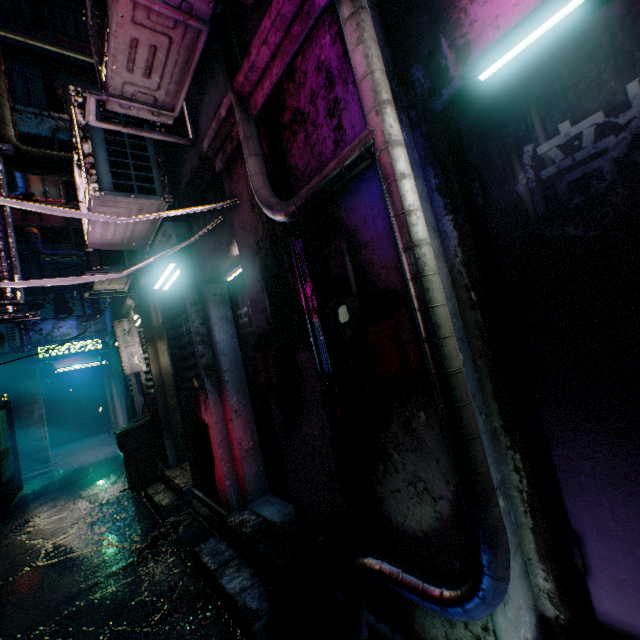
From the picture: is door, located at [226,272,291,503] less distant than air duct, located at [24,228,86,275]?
Yes

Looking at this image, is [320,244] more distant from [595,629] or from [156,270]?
[156,270]

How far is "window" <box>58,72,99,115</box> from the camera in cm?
1066

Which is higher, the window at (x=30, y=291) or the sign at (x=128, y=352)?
the window at (x=30, y=291)

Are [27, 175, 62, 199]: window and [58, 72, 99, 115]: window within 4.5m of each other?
yes

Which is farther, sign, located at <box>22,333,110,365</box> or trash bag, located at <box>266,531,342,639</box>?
sign, located at <box>22,333,110,365</box>

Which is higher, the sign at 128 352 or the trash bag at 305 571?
the sign at 128 352

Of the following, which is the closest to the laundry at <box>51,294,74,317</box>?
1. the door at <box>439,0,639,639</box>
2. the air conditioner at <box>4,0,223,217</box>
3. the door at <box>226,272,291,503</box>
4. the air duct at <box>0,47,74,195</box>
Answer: the air duct at <box>0,47,74,195</box>
